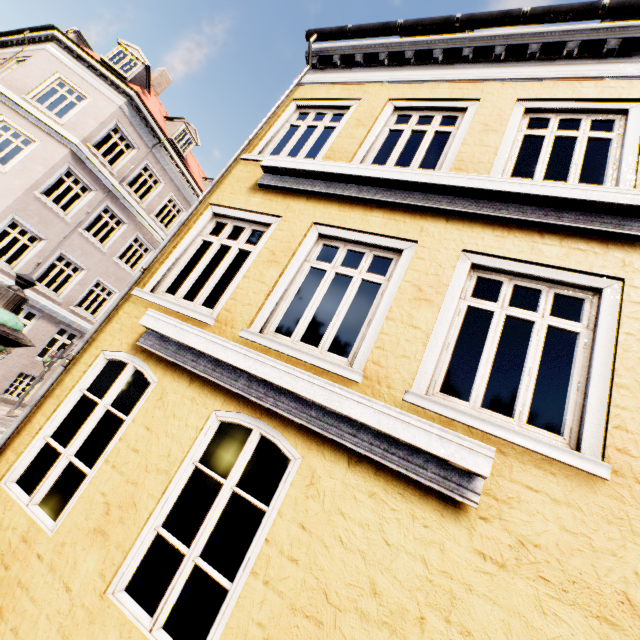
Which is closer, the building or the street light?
the street light

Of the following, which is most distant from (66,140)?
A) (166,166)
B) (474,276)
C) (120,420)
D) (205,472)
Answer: (474,276)

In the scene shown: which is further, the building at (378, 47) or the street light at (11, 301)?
the building at (378, 47)
